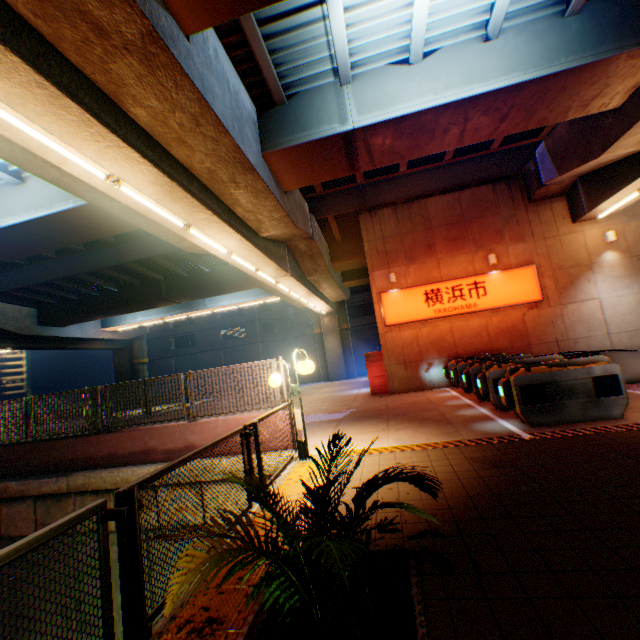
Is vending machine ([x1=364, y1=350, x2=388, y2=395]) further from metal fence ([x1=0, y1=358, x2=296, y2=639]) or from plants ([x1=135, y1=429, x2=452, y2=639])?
plants ([x1=135, y1=429, x2=452, y2=639])

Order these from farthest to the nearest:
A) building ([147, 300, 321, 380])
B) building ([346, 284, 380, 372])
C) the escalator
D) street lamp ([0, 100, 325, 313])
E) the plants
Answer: building ([147, 300, 321, 380]) → building ([346, 284, 380, 372]) → the escalator → street lamp ([0, 100, 325, 313]) → the plants

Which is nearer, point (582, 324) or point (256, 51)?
point (256, 51)

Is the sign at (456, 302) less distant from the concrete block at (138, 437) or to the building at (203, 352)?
the concrete block at (138, 437)

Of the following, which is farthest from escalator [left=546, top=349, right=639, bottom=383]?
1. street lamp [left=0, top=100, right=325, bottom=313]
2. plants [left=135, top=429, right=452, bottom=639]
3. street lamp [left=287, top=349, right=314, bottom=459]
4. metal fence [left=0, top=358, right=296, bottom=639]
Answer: street lamp [left=0, top=100, right=325, bottom=313]

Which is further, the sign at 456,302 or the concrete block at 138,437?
the sign at 456,302

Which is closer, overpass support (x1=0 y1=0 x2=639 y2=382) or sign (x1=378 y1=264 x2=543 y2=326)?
overpass support (x1=0 y1=0 x2=639 y2=382)

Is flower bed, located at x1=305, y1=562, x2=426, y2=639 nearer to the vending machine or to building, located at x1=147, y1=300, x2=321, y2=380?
the vending machine
